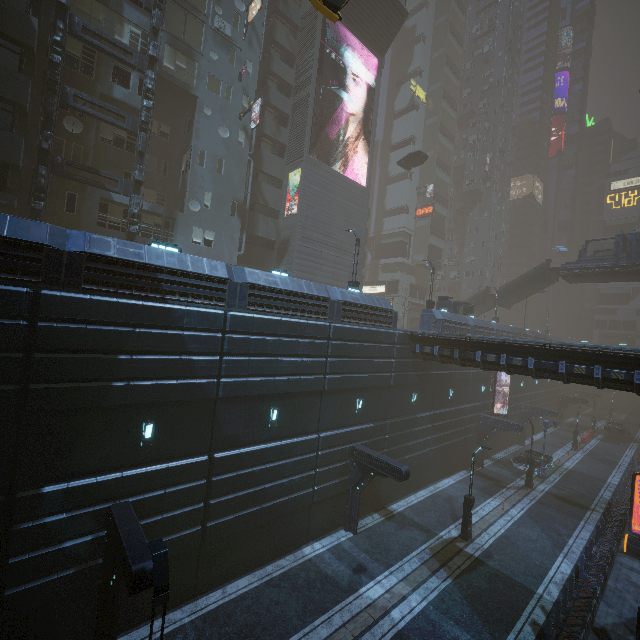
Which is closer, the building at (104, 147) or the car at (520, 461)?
the building at (104, 147)

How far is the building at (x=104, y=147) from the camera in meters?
19.3 m

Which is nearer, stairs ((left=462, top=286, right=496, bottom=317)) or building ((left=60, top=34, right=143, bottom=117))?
building ((left=60, top=34, right=143, bottom=117))

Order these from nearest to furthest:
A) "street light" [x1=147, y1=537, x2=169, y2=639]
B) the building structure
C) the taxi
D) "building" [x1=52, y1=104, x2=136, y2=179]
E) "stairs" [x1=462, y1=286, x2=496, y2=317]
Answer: "street light" [x1=147, y1=537, x2=169, y2=639], the taxi, the building structure, "building" [x1=52, y1=104, x2=136, y2=179], "stairs" [x1=462, y1=286, x2=496, y2=317]

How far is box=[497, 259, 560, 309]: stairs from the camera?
38.0 meters

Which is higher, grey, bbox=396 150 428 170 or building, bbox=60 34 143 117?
grey, bbox=396 150 428 170

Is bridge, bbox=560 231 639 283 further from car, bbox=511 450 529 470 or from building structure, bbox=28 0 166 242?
building structure, bbox=28 0 166 242

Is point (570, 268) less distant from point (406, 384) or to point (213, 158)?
point (406, 384)
